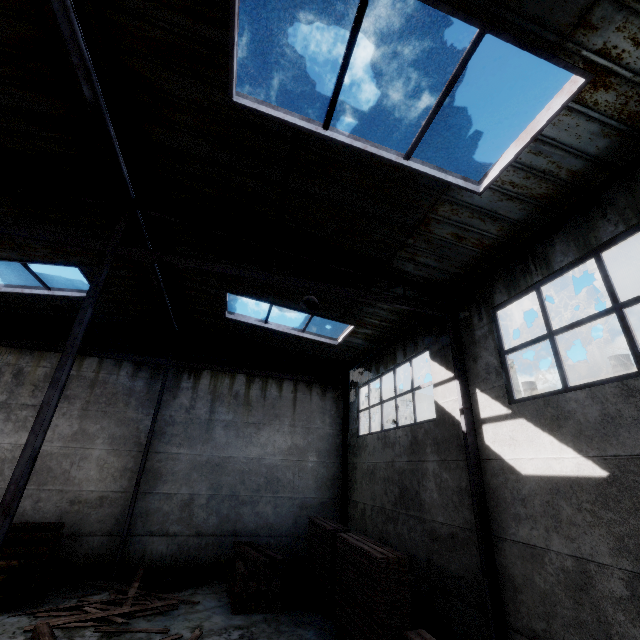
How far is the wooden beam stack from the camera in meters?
8.5 m

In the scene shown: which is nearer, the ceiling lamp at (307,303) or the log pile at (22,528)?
the ceiling lamp at (307,303)

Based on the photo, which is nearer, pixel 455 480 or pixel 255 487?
pixel 455 480

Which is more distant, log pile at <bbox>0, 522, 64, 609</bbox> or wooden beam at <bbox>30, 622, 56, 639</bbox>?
log pile at <bbox>0, 522, 64, 609</bbox>

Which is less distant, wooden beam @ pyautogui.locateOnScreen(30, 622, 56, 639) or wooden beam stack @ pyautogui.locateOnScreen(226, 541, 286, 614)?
wooden beam @ pyautogui.locateOnScreen(30, 622, 56, 639)

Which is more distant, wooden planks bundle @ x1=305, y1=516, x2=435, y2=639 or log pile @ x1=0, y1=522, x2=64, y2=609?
log pile @ x1=0, y1=522, x2=64, y2=609

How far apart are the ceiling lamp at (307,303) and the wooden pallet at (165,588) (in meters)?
9.38

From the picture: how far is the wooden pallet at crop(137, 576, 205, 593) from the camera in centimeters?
941cm
